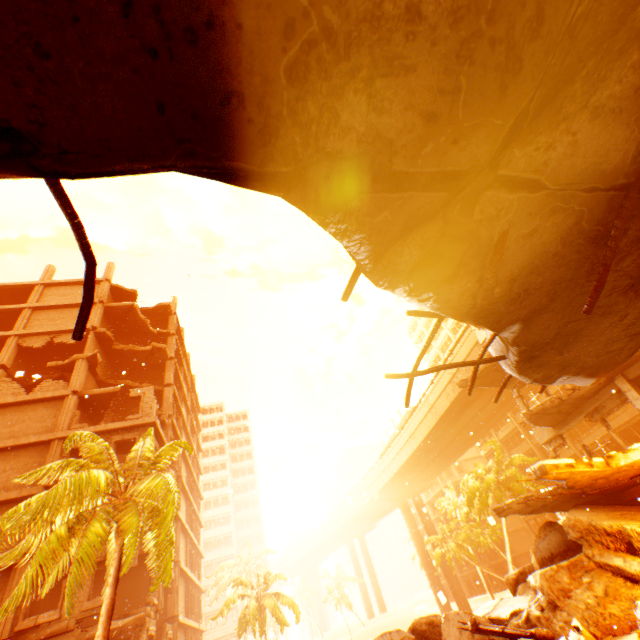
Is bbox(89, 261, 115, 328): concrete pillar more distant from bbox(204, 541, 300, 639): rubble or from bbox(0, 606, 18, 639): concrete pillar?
bbox(0, 606, 18, 639): concrete pillar

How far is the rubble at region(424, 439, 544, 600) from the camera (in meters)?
30.02

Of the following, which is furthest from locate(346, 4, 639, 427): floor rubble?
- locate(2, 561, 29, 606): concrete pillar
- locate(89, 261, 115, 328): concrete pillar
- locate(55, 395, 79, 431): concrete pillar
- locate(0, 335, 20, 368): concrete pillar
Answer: locate(89, 261, 115, 328): concrete pillar

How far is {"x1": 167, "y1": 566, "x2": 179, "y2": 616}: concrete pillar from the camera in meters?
21.8

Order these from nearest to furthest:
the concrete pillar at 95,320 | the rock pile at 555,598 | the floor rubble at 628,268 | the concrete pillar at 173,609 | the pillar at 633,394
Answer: the floor rubble at 628,268 → the rock pile at 555,598 → the pillar at 633,394 → the concrete pillar at 173,609 → the concrete pillar at 95,320

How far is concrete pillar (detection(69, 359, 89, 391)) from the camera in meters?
21.9 m

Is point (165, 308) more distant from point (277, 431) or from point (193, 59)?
point (193, 59)

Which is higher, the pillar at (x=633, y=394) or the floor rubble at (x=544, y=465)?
the pillar at (x=633, y=394)
